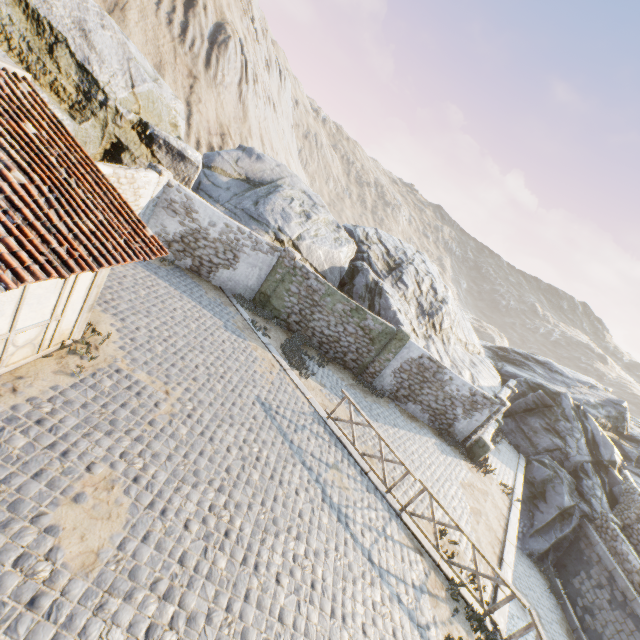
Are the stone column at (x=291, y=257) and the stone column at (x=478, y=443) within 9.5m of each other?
no

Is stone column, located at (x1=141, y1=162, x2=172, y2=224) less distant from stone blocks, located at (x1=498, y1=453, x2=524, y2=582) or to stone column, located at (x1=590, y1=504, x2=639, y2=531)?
stone blocks, located at (x1=498, y1=453, x2=524, y2=582)

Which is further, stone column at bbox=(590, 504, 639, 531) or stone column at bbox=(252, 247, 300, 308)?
stone column at bbox=(590, 504, 639, 531)

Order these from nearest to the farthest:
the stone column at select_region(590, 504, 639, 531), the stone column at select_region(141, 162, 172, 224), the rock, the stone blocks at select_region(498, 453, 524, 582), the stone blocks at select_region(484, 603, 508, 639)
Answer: the stone blocks at select_region(484, 603, 508, 639) < the stone blocks at select_region(498, 453, 524, 582) < the rock < the stone column at select_region(141, 162, 172, 224) < the stone column at select_region(590, 504, 639, 531)

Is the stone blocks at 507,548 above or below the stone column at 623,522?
below

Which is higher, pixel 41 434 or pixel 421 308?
pixel 421 308

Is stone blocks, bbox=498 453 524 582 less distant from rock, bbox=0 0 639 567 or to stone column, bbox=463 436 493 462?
rock, bbox=0 0 639 567

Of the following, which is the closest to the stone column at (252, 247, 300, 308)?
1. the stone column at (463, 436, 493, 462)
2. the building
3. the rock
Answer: the rock
